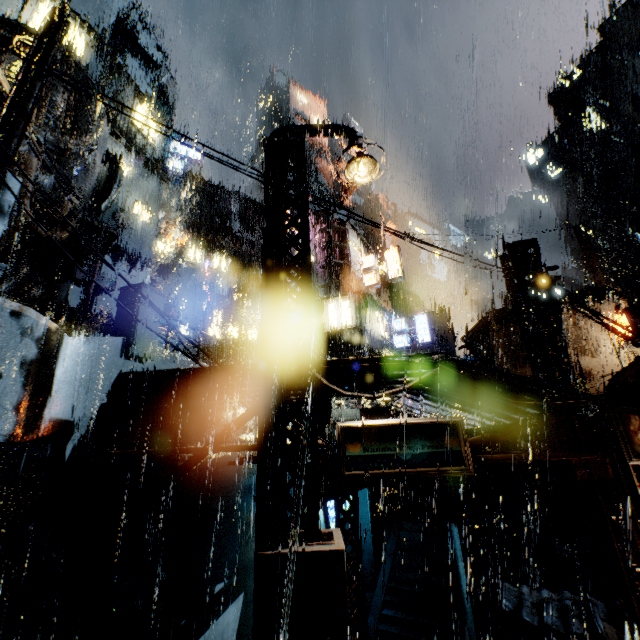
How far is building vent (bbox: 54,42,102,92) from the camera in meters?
14.6 m

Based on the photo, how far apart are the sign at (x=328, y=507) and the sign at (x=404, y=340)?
13.1m

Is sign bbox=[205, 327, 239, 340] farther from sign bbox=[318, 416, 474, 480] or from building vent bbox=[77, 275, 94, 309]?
sign bbox=[318, 416, 474, 480]

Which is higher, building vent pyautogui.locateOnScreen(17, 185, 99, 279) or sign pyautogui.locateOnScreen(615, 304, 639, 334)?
building vent pyautogui.locateOnScreen(17, 185, 99, 279)

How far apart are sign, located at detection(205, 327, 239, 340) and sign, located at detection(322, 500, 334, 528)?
19.4m

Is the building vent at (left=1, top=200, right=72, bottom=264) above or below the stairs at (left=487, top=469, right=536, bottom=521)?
above

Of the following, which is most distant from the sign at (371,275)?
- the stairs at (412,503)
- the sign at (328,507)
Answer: the sign at (328,507)

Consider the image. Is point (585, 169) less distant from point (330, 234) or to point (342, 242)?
point (342, 242)
